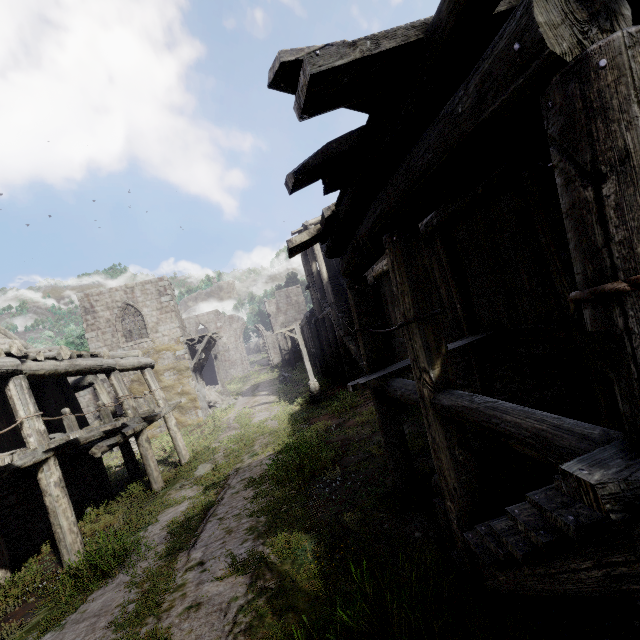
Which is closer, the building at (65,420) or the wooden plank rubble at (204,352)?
the building at (65,420)

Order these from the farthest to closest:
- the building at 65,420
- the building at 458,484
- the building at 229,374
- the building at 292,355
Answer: the building at 229,374, the building at 292,355, the building at 65,420, the building at 458,484

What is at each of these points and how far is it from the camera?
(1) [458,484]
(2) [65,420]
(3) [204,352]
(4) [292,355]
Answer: (1) building, 3.4m
(2) building, 8.8m
(3) wooden plank rubble, 25.8m
(4) building, 37.8m

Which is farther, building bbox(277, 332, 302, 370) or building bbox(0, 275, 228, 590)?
building bbox(277, 332, 302, 370)

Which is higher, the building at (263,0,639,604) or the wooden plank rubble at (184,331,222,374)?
the wooden plank rubble at (184,331,222,374)

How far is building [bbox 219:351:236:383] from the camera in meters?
45.0
